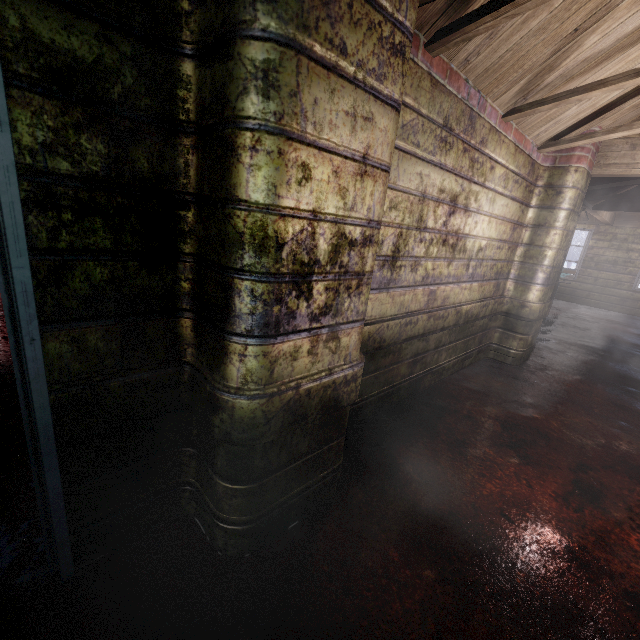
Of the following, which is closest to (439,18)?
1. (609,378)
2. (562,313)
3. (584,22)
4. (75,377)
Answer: (584,22)

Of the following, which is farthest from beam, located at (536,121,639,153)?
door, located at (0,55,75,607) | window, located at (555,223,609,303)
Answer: window, located at (555,223,609,303)

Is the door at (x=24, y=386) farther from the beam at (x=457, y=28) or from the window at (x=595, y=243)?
the window at (x=595, y=243)

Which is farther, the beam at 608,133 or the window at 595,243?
the window at 595,243

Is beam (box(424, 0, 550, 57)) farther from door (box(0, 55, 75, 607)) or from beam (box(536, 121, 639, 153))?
door (box(0, 55, 75, 607))

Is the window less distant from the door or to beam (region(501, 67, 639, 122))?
beam (region(501, 67, 639, 122))

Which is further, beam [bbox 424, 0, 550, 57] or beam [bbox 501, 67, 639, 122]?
beam [bbox 501, 67, 639, 122]
